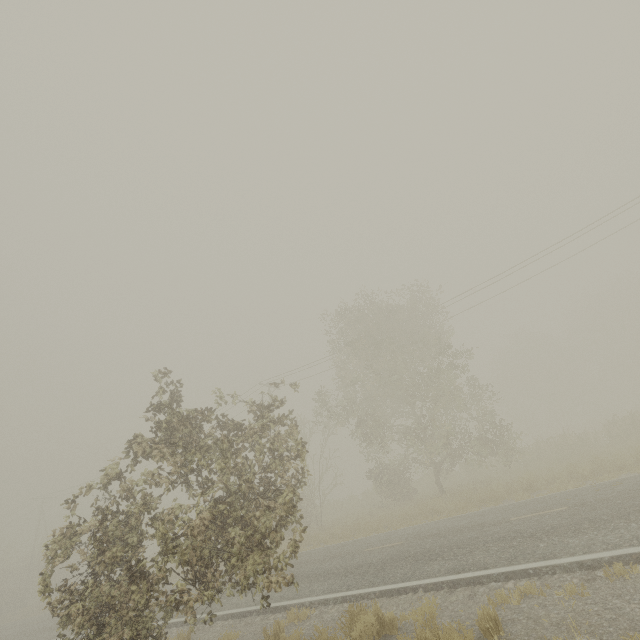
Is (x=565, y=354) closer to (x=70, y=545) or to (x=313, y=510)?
(x=313, y=510)
